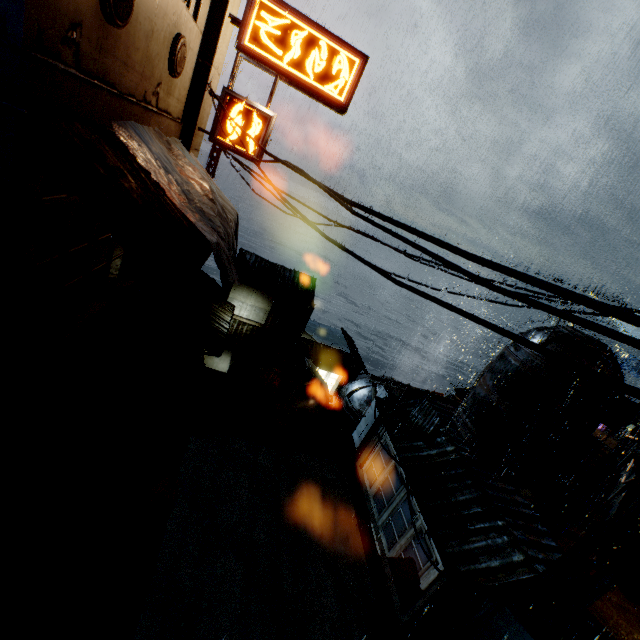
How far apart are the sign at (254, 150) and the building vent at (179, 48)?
1.7m

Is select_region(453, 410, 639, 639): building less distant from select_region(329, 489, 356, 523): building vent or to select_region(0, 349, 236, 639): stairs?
select_region(0, 349, 236, 639): stairs

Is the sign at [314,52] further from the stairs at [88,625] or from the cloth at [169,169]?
the stairs at [88,625]

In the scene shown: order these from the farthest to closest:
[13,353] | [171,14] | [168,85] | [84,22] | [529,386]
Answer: [529,386] < [168,85] < [171,14] < [13,353] < [84,22]

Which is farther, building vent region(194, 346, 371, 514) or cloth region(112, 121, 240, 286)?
building vent region(194, 346, 371, 514)

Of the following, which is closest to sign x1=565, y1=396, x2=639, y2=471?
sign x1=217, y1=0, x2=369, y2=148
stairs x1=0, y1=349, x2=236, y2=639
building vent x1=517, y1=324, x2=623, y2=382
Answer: building vent x1=517, y1=324, x2=623, y2=382

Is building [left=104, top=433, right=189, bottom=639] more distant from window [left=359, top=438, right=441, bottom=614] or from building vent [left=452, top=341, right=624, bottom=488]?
window [left=359, top=438, right=441, bottom=614]

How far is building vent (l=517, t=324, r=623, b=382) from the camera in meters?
12.0
